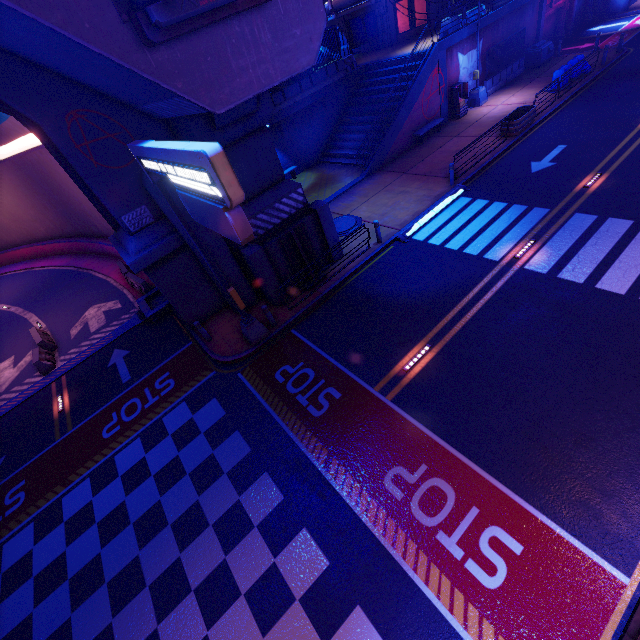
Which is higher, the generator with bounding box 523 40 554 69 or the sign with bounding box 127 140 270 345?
the sign with bounding box 127 140 270 345

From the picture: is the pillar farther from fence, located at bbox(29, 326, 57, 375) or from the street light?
the street light

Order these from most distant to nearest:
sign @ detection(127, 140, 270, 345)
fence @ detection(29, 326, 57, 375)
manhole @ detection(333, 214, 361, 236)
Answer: manhole @ detection(333, 214, 361, 236) → fence @ detection(29, 326, 57, 375) → sign @ detection(127, 140, 270, 345)

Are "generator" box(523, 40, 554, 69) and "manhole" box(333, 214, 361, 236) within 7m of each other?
no

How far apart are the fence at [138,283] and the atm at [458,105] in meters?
23.0 m

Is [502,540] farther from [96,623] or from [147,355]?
[147,355]

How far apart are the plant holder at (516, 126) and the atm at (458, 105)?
4.40m

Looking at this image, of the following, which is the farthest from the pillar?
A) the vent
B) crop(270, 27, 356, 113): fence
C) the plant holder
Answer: the plant holder
